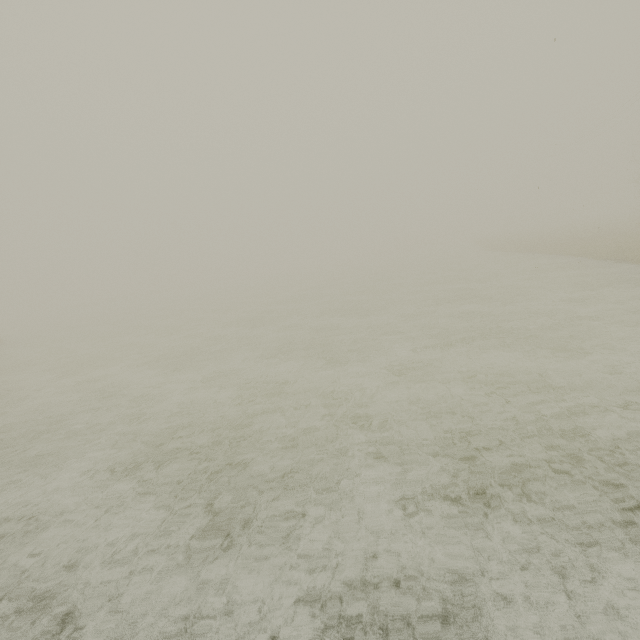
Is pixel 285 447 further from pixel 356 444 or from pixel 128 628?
pixel 128 628
